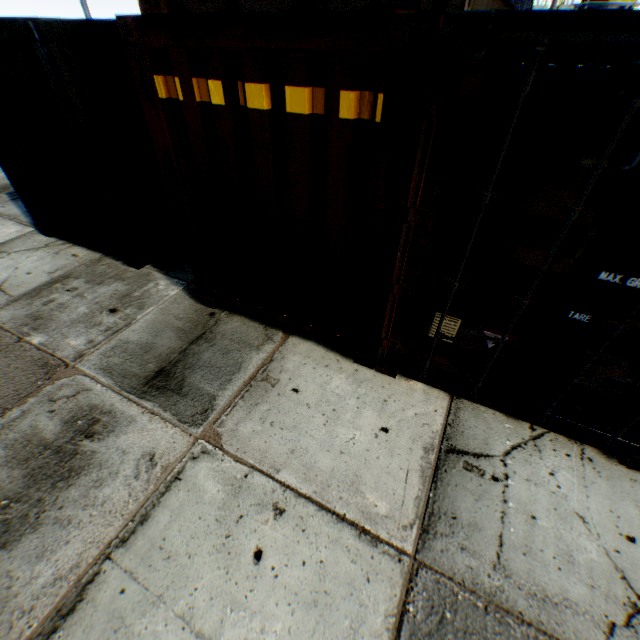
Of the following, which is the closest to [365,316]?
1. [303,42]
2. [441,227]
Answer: [441,227]
